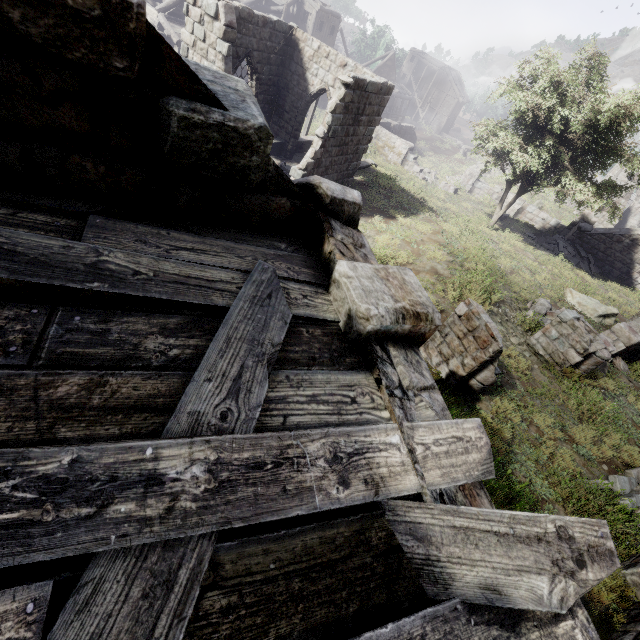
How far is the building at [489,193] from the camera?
27.0 meters

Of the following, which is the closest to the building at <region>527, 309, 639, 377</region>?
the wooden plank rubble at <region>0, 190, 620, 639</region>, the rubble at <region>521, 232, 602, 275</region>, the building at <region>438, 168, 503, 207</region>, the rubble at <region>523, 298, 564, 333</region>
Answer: the rubble at <region>523, 298, 564, 333</region>

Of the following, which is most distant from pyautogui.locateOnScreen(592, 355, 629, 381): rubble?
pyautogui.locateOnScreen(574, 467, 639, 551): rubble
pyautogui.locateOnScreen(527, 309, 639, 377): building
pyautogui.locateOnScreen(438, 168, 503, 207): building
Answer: pyautogui.locateOnScreen(438, 168, 503, 207): building

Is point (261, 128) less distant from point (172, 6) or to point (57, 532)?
point (57, 532)

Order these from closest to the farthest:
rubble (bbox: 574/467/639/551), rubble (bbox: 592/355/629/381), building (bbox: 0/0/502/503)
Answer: building (bbox: 0/0/502/503), rubble (bbox: 574/467/639/551), rubble (bbox: 592/355/629/381)

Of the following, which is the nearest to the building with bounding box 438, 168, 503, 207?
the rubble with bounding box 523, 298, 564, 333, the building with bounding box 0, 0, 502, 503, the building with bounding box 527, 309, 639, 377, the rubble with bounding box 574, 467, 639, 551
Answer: the building with bounding box 0, 0, 502, 503

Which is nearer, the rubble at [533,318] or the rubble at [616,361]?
the rubble at [616,361]

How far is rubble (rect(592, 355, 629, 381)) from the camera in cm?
1007
